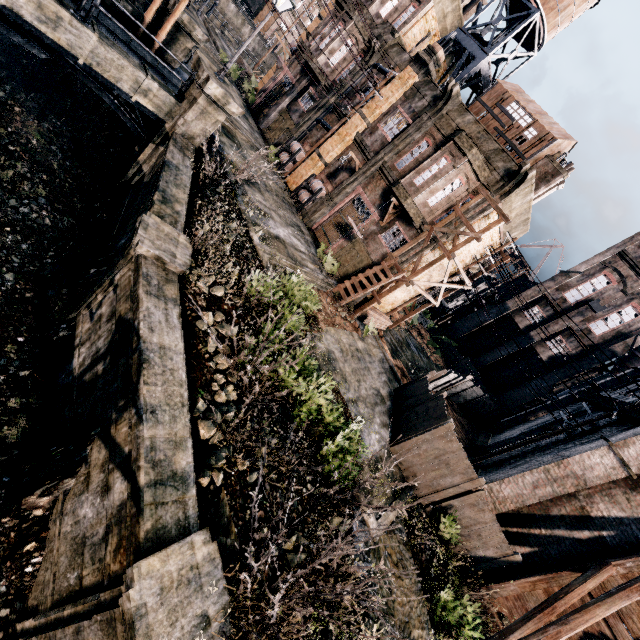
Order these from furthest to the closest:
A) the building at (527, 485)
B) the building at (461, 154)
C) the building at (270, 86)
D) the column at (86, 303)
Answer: the building at (270, 86)
the building at (461, 154)
the building at (527, 485)
the column at (86, 303)

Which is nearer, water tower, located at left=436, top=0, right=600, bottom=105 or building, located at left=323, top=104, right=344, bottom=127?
water tower, located at left=436, top=0, right=600, bottom=105

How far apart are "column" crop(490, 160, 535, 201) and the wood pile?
9.5 meters

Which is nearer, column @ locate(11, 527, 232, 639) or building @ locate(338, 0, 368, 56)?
column @ locate(11, 527, 232, 639)

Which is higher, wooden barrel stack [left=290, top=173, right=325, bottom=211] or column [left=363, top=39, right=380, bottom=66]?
column [left=363, top=39, right=380, bottom=66]

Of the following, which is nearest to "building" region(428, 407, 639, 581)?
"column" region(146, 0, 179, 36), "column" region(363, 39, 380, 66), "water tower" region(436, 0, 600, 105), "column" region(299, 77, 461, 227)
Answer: "column" region(299, 77, 461, 227)

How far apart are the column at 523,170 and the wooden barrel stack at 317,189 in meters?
11.0 m

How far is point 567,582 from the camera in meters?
11.8 m
